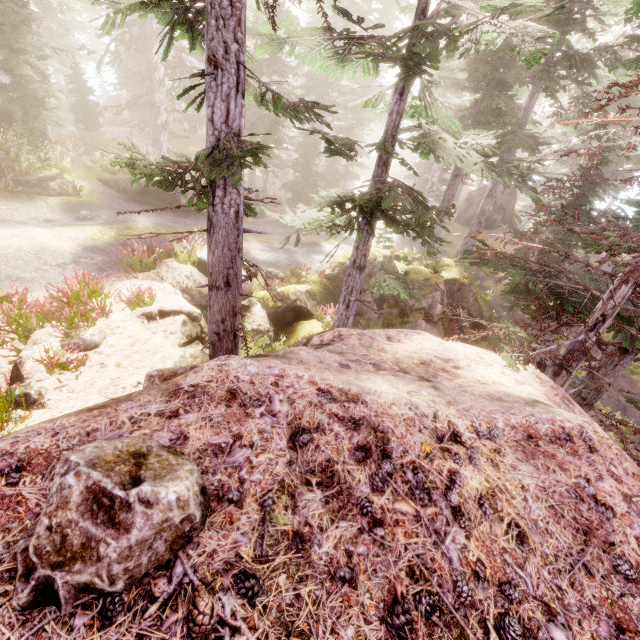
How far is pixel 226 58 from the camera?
4.2 meters

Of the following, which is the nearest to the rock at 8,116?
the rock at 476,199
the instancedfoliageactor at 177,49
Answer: the instancedfoliageactor at 177,49

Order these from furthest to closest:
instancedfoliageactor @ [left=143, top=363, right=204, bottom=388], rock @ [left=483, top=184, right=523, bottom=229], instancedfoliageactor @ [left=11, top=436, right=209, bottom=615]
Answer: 1. rock @ [left=483, top=184, right=523, bottom=229]
2. instancedfoliageactor @ [left=143, top=363, right=204, bottom=388]
3. instancedfoliageactor @ [left=11, top=436, right=209, bottom=615]

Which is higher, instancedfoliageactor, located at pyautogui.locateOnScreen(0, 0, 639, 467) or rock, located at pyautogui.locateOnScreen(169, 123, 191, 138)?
instancedfoliageactor, located at pyautogui.locateOnScreen(0, 0, 639, 467)

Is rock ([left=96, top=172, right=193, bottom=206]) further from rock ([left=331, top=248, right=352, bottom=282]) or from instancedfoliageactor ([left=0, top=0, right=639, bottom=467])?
rock ([left=331, top=248, right=352, bottom=282])

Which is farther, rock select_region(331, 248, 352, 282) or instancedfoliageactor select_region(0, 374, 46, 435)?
rock select_region(331, 248, 352, 282)

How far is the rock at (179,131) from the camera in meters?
41.6 m

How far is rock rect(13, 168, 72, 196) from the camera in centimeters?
1292cm
